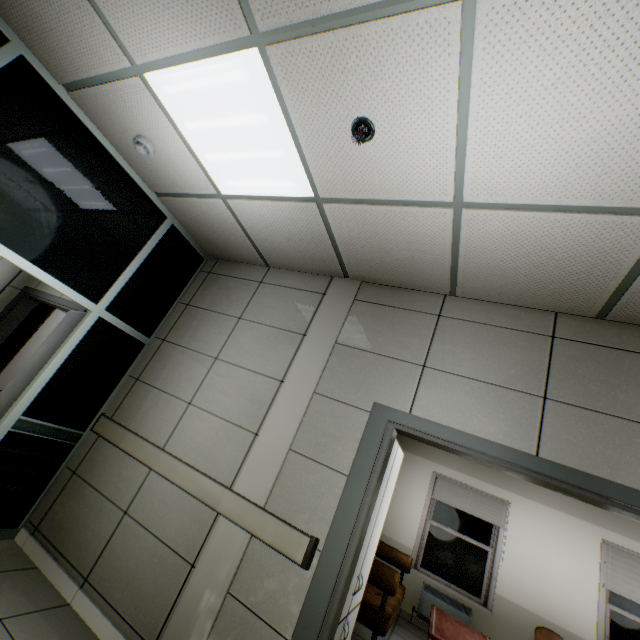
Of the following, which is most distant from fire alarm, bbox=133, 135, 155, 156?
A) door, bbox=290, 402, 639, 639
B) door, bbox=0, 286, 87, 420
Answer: door, bbox=290, 402, 639, 639

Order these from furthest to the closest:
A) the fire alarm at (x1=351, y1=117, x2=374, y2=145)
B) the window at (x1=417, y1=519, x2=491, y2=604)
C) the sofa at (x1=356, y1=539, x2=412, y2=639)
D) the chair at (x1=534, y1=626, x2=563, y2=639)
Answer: the window at (x1=417, y1=519, x2=491, y2=604) < the chair at (x1=534, y1=626, x2=563, y2=639) < the sofa at (x1=356, y1=539, x2=412, y2=639) < the fire alarm at (x1=351, y1=117, x2=374, y2=145)

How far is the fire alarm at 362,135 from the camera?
1.8m

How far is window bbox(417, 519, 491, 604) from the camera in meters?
5.6

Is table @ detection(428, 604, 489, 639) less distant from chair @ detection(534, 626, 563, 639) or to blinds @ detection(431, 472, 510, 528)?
chair @ detection(534, 626, 563, 639)

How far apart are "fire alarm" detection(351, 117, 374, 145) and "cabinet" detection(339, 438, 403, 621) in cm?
223

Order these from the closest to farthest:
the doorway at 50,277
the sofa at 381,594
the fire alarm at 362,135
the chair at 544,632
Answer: the fire alarm at 362,135 → the doorway at 50,277 → the sofa at 381,594 → the chair at 544,632

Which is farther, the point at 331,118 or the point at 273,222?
the point at 273,222
